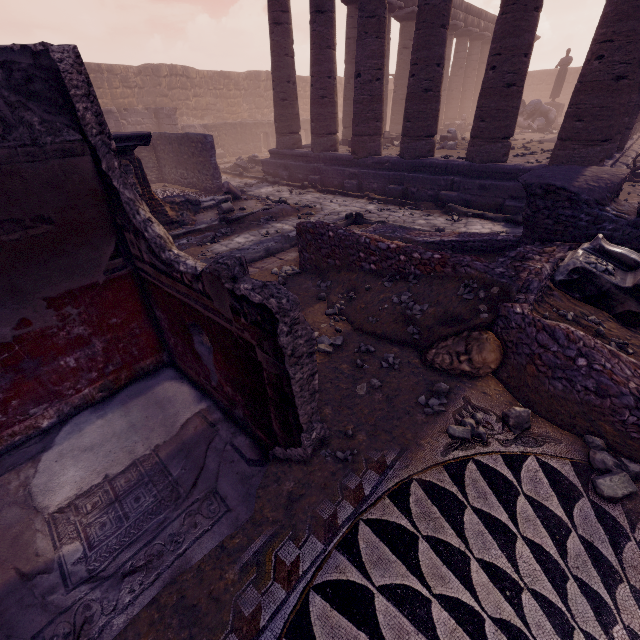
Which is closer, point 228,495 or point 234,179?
point 228,495

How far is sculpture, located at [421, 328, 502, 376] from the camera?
3.2m

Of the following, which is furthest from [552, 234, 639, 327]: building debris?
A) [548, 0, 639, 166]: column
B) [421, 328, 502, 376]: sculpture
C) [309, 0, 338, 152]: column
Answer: [309, 0, 338, 152]: column

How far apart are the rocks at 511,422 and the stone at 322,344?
1.8m

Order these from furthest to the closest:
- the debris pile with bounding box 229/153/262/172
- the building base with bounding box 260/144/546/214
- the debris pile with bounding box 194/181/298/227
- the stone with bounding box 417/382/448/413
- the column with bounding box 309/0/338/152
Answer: the debris pile with bounding box 229/153/262/172 → the column with bounding box 309/0/338/152 → the debris pile with bounding box 194/181/298/227 → the building base with bounding box 260/144/546/214 → the stone with bounding box 417/382/448/413

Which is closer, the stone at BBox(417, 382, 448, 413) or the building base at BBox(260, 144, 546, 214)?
the stone at BBox(417, 382, 448, 413)

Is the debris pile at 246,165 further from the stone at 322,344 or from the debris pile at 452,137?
the stone at 322,344

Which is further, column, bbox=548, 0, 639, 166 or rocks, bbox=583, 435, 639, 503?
column, bbox=548, 0, 639, 166
